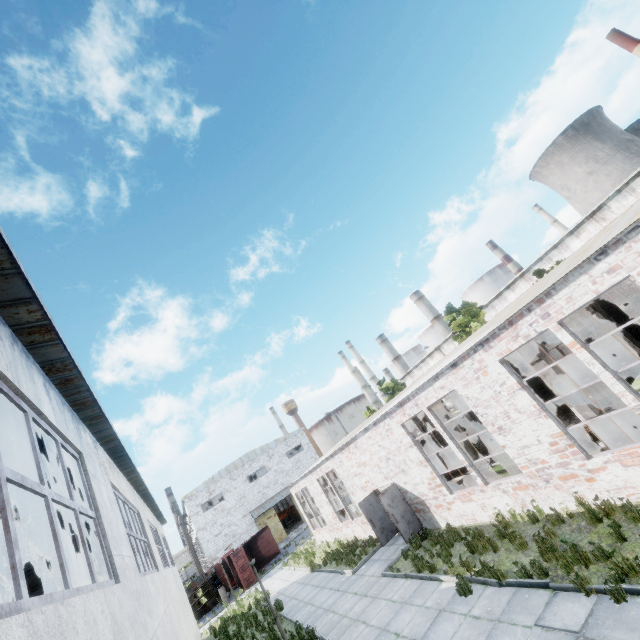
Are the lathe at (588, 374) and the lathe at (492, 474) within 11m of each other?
yes

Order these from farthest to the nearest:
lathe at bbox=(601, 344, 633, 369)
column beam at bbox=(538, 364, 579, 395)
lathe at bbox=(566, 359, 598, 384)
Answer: lathe at bbox=(566, 359, 598, 384)
lathe at bbox=(601, 344, 633, 369)
column beam at bbox=(538, 364, 579, 395)

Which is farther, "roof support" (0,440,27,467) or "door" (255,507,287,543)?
"door" (255,507,287,543)

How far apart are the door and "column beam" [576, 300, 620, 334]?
40.44m

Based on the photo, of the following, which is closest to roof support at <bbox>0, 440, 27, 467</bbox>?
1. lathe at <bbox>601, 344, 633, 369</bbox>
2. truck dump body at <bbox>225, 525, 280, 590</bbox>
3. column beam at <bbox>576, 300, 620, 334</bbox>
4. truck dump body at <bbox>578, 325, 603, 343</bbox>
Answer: column beam at <bbox>576, 300, 620, 334</bbox>

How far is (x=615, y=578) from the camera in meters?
6.0 m

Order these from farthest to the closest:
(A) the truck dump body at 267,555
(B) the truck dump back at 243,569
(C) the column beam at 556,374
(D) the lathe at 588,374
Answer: (A) the truck dump body at 267,555
(B) the truck dump back at 243,569
(D) the lathe at 588,374
(C) the column beam at 556,374

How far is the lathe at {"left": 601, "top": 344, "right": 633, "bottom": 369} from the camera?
15.7 meters
